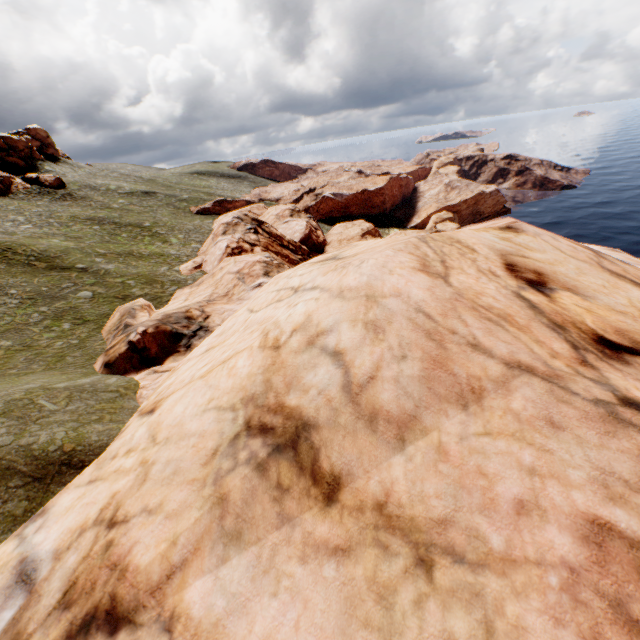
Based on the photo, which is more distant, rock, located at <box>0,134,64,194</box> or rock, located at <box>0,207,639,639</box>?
rock, located at <box>0,134,64,194</box>

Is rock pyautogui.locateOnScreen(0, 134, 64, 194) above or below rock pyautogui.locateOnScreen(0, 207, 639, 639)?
above

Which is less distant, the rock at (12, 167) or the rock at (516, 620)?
the rock at (516, 620)

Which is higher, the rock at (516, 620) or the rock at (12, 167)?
the rock at (12, 167)

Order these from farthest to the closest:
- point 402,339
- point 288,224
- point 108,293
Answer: point 288,224 → point 108,293 → point 402,339
